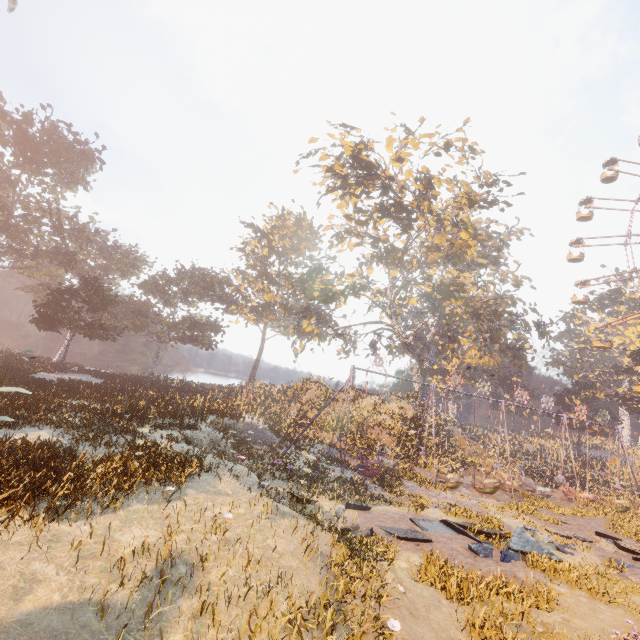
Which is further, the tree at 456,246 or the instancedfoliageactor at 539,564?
the tree at 456,246

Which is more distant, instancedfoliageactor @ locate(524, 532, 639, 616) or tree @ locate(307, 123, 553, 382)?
tree @ locate(307, 123, 553, 382)

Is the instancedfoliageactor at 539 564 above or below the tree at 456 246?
below

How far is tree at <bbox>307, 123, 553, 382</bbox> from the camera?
24.9m

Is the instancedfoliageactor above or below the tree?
below

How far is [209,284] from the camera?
49.59m
